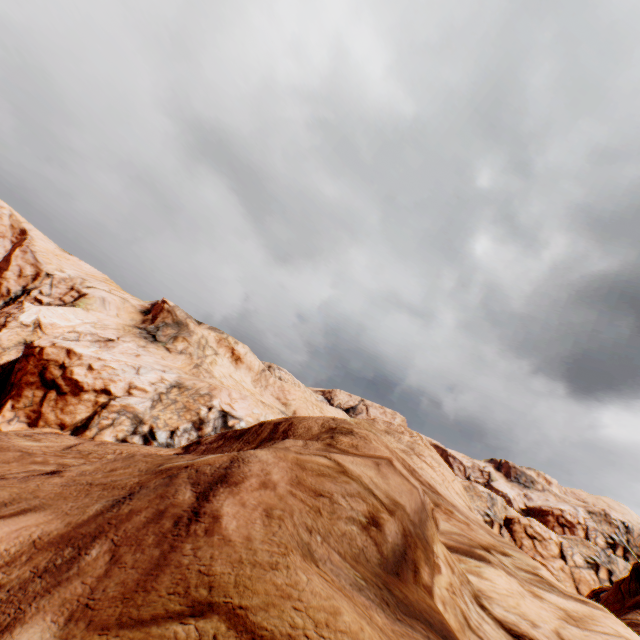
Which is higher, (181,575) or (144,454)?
(144,454)
